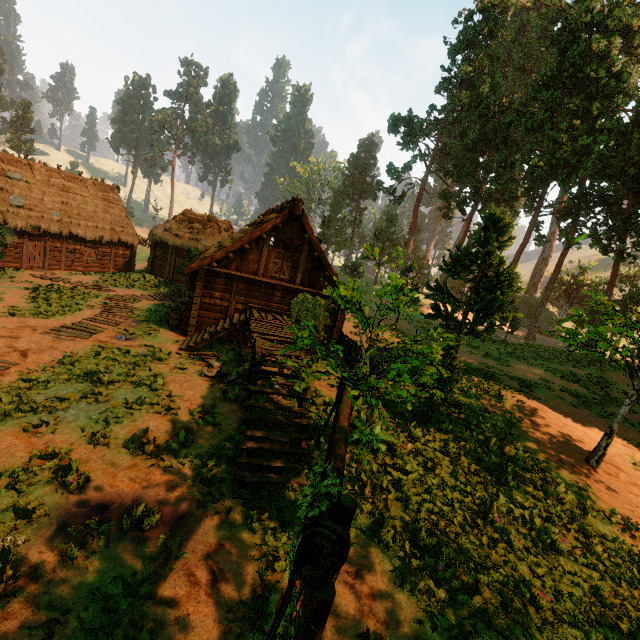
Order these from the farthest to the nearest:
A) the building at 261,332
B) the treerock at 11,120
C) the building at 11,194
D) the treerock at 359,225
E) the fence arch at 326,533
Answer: the treerock at 11,120 < the treerock at 359,225 < the building at 11,194 < the building at 261,332 < the fence arch at 326,533

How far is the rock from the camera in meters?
10.5 m

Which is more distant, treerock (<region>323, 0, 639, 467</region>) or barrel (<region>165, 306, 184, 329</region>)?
barrel (<region>165, 306, 184, 329</region>)

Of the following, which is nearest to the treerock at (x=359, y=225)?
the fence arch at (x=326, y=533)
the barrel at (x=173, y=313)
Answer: the fence arch at (x=326, y=533)

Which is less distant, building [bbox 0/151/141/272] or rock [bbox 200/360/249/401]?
rock [bbox 200/360/249/401]

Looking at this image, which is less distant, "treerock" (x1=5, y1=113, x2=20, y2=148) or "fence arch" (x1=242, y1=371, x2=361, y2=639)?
"fence arch" (x1=242, y1=371, x2=361, y2=639)

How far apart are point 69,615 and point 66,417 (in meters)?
5.02

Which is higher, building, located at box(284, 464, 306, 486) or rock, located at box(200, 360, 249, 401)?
rock, located at box(200, 360, 249, 401)
